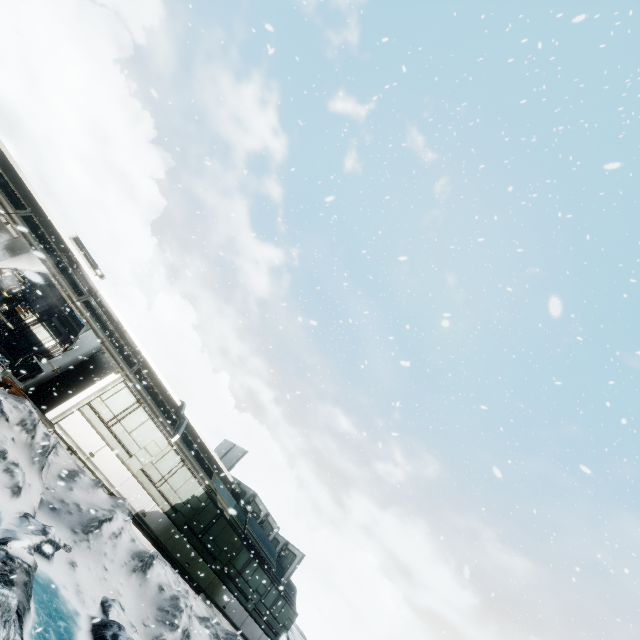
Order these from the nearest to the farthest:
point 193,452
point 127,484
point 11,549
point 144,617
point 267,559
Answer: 1. point 11,549
2. point 144,617
3. point 127,484
4. point 267,559
5. point 193,452
